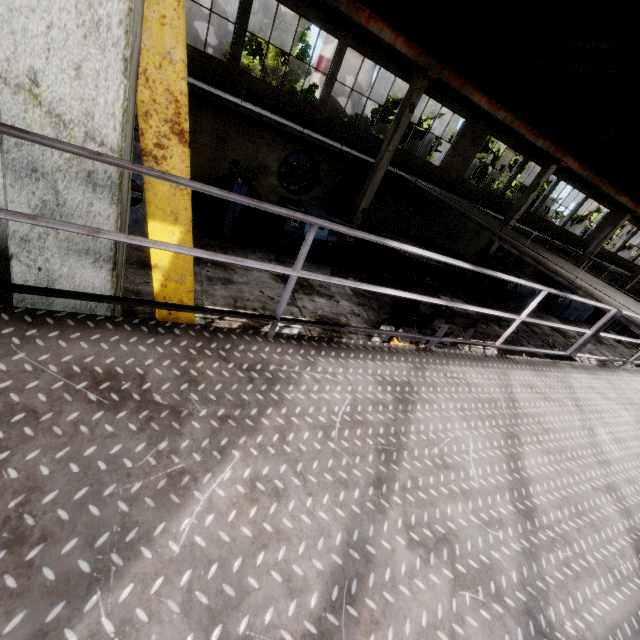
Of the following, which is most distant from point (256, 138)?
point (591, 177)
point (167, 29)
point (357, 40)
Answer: point (591, 177)

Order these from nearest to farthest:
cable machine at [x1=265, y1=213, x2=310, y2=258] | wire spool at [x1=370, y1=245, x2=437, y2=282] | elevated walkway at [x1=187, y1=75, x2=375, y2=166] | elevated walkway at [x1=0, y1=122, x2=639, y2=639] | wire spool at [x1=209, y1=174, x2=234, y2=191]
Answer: elevated walkway at [x1=0, y1=122, x2=639, y2=639] → wire spool at [x1=370, y1=245, x2=437, y2=282] → wire spool at [x1=209, y1=174, x2=234, y2=191] → elevated walkway at [x1=187, y1=75, x2=375, y2=166] → cable machine at [x1=265, y1=213, x2=310, y2=258]

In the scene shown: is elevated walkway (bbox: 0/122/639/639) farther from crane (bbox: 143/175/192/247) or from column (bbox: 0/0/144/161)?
crane (bbox: 143/175/192/247)

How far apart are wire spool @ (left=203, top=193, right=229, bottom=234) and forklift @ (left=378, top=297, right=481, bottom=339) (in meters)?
5.69

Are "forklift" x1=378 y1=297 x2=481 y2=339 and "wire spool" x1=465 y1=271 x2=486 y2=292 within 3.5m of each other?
no

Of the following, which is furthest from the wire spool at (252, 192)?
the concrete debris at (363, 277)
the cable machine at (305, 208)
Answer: the concrete debris at (363, 277)

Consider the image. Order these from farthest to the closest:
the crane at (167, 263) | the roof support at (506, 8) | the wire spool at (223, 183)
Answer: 1. the wire spool at (223, 183)
2. the roof support at (506, 8)
3. the crane at (167, 263)

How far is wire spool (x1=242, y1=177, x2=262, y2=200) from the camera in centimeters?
1105cm
